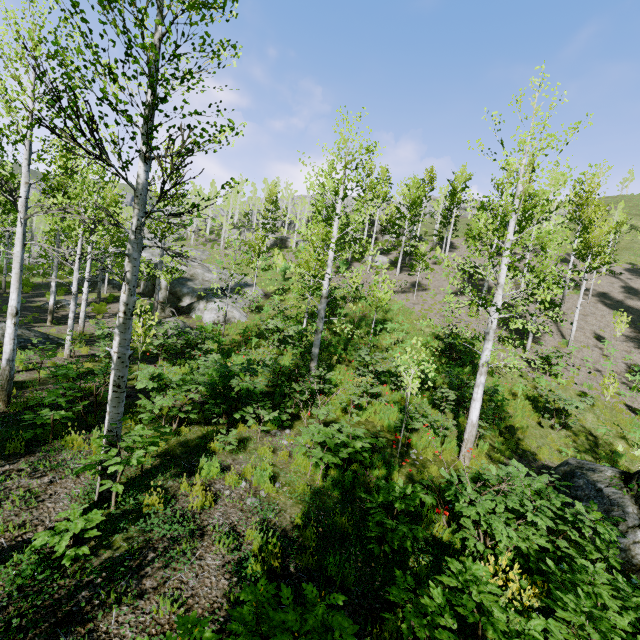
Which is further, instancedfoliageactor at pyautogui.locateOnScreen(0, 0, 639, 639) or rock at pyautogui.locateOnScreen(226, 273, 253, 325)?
rock at pyautogui.locateOnScreen(226, 273, 253, 325)

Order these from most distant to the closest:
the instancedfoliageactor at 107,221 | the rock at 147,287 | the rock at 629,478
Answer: the rock at 147,287 → the rock at 629,478 → the instancedfoliageactor at 107,221

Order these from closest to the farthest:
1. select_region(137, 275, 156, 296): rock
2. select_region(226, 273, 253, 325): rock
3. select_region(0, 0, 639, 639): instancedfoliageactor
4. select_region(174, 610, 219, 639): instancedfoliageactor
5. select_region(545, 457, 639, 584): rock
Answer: select_region(174, 610, 219, 639): instancedfoliageactor, select_region(0, 0, 639, 639): instancedfoliageactor, select_region(545, 457, 639, 584): rock, select_region(226, 273, 253, 325): rock, select_region(137, 275, 156, 296): rock

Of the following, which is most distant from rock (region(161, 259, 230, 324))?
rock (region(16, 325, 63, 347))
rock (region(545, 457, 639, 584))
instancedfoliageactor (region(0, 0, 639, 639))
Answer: rock (region(545, 457, 639, 584))

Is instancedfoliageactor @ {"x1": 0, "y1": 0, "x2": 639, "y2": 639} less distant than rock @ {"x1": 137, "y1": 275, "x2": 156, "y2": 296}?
Yes

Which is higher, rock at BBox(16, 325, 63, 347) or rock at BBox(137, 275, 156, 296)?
rock at BBox(137, 275, 156, 296)

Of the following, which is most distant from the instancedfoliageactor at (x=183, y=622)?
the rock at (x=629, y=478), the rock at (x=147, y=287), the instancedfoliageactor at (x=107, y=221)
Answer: the rock at (x=147, y=287)

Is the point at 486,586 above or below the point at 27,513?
above
